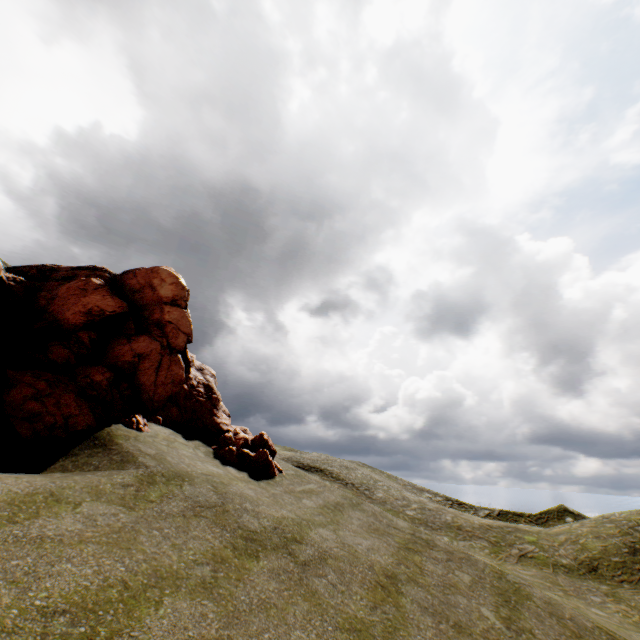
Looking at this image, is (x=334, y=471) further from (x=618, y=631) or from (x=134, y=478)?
(x=134, y=478)
